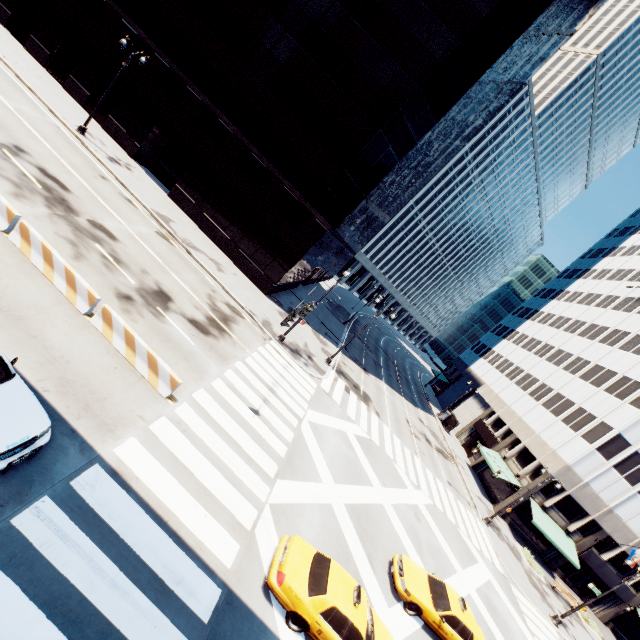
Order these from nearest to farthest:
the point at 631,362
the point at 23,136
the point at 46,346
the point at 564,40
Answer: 1. the point at 46,346
2. the point at 23,136
3. the point at 631,362
4. the point at 564,40

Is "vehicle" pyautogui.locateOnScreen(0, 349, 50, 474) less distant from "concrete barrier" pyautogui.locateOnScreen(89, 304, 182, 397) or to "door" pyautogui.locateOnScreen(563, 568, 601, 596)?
"concrete barrier" pyautogui.locateOnScreen(89, 304, 182, 397)

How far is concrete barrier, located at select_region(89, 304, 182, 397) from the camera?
11.62m

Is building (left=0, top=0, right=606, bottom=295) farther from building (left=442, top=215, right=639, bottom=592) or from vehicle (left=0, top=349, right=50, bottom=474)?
building (left=442, top=215, right=639, bottom=592)

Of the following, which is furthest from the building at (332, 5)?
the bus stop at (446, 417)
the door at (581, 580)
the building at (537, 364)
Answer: the door at (581, 580)

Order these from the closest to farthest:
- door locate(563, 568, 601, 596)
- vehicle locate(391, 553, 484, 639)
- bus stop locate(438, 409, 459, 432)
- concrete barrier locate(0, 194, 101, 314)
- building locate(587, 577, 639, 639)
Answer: concrete barrier locate(0, 194, 101, 314) → vehicle locate(391, 553, 484, 639) → building locate(587, 577, 639, 639) → door locate(563, 568, 601, 596) → bus stop locate(438, 409, 459, 432)

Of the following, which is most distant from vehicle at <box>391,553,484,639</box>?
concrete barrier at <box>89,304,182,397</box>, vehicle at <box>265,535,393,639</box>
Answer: concrete barrier at <box>89,304,182,397</box>

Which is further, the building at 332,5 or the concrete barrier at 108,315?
the building at 332,5
